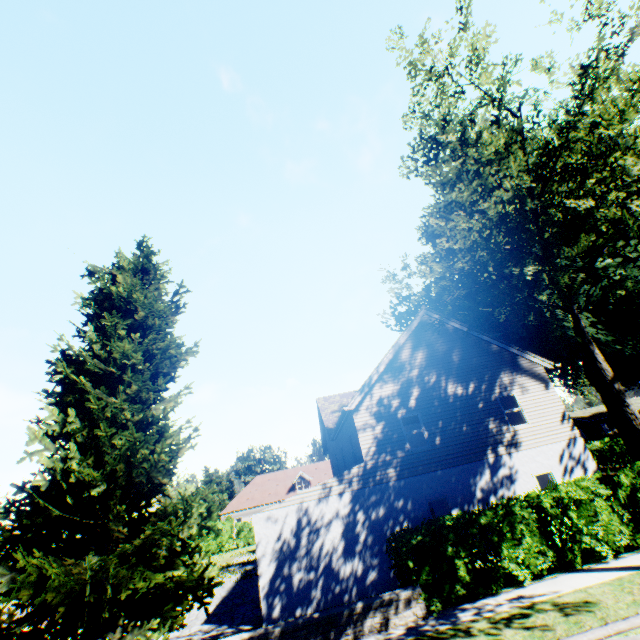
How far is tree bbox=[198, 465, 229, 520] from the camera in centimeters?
5006cm

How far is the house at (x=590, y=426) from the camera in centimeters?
5531cm

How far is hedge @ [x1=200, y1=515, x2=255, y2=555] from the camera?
33.69m

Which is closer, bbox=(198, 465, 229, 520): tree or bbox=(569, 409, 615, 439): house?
bbox=(198, 465, 229, 520): tree

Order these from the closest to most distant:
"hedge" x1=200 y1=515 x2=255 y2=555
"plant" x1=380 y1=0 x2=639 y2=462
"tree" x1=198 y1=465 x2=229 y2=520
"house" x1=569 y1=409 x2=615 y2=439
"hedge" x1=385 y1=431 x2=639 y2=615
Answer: "plant" x1=380 y1=0 x2=639 y2=462 → "hedge" x1=385 y1=431 x2=639 y2=615 → "hedge" x1=200 y1=515 x2=255 y2=555 → "tree" x1=198 y1=465 x2=229 y2=520 → "house" x1=569 y1=409 x2=615 y2=439

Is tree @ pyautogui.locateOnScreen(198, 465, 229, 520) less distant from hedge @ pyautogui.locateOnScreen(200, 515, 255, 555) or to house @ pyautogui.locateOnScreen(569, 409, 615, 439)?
hedge @ pyautogui.locateOnScreen(200, 515, 255, 555)

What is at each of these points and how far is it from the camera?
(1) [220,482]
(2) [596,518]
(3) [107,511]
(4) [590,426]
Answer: (1) tree, 57.28m
(2) hedge, 10.54m
(3) plant, 9.95m
(4) house, 55.66m

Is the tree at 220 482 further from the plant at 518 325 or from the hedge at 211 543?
the plant at 518 325
